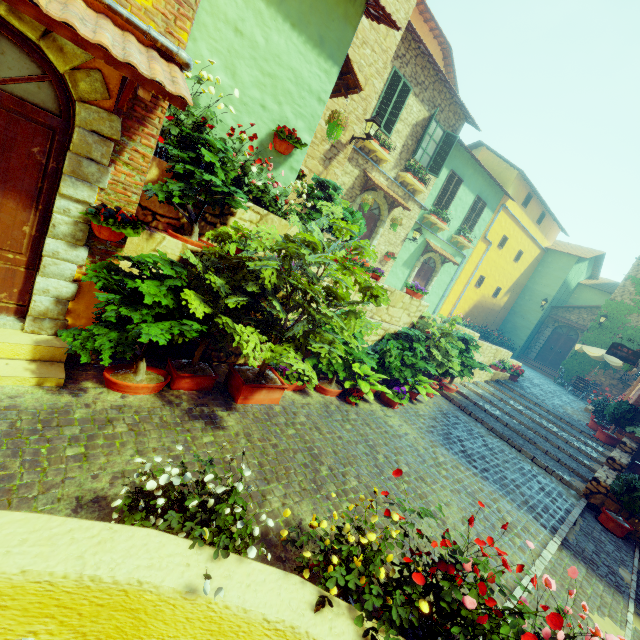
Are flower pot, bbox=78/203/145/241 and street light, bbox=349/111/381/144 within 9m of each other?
yes

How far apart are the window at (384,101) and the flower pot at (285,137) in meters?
6.0

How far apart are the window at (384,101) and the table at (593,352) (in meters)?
14.66

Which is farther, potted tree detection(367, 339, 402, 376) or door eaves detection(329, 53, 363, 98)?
potted tree detection(367, 339, 402, 376)

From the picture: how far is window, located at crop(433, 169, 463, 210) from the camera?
14.4 meters

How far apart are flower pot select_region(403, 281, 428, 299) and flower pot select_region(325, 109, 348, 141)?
4.0m

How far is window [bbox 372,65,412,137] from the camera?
10.30m

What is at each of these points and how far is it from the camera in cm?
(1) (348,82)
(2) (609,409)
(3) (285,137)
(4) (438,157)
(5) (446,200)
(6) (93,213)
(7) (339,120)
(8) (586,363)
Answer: (1) door eaves, 639
(2) flower pot, 1128
(3) flower pot, 541
(4) window, 1273
(5) window, 1487
(6) flower pot, 345
(7) flower pot, 647
(8) vines, 1825
